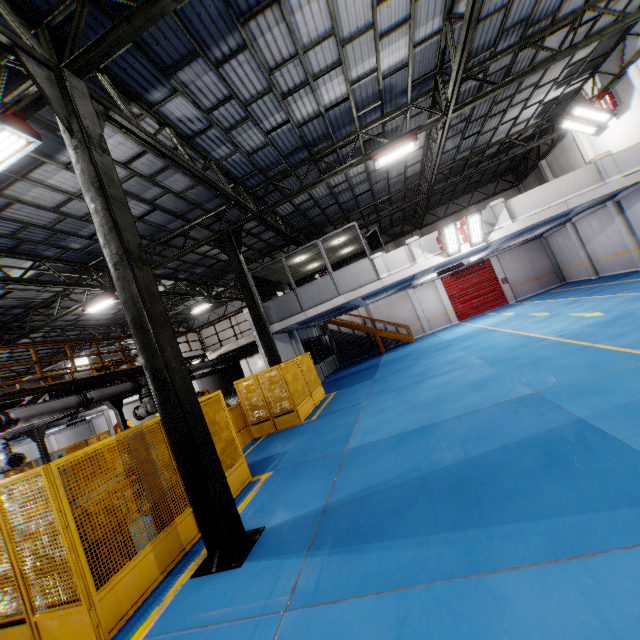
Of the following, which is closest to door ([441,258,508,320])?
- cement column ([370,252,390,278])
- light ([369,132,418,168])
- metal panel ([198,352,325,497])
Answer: cement column ([370,252,390,278])

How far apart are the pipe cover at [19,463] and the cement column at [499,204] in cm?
2036

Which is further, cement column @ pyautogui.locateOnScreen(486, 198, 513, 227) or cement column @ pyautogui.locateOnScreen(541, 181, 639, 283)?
cement column @ pyautogui.locateOnScreen(541, 181, 639, 283)

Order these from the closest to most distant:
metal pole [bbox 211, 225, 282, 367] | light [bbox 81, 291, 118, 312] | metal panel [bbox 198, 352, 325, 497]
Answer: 1. metal panel [bbox 198, 352, 325, 497]
2. metal pole [bbox 211, 225, 282, 367]
3. light [bbox 81, 291, 118, 312]

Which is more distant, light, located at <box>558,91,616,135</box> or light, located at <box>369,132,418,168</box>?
light, located at <box>558,91,616,135</box>

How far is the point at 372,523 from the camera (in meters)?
4.13

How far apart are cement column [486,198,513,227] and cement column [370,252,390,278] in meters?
4.8 m

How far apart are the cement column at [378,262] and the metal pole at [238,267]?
5.6m
